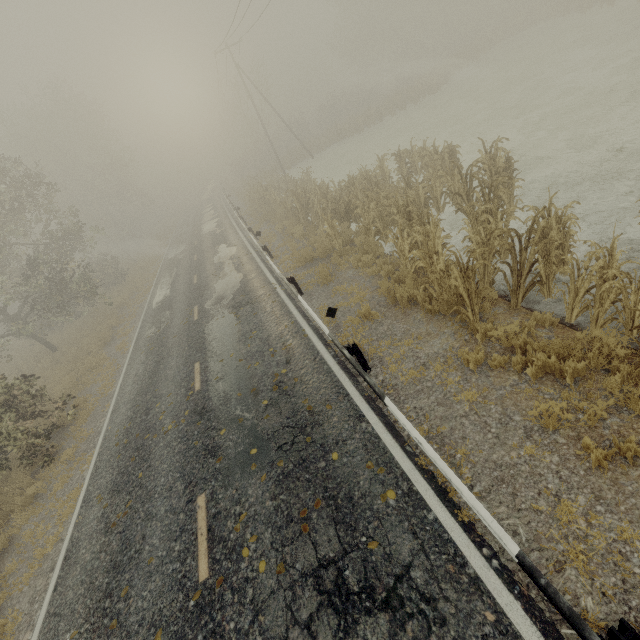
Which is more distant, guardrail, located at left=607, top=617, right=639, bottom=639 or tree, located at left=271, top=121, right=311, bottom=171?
tree, located at left=271, top=121, right=311, bottom=171

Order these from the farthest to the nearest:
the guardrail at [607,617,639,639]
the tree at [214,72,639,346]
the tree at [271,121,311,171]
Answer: the tree at [271,121,311,171], the tree at [214,72,639,346], the guardrail at [607,617,639,639]

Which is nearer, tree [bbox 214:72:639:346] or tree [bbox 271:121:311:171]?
tree [bbox 214:72:639:346]

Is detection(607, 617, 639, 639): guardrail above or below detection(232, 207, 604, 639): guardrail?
below

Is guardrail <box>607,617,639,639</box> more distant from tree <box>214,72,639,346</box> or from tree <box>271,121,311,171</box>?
tree <box>214,72,639,346</box>

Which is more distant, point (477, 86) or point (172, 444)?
point (477, 86)

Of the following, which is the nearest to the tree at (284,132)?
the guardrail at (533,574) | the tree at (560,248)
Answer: the guardrail at (533,574)

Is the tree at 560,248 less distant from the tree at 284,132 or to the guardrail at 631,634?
the guardrail at 631,634
